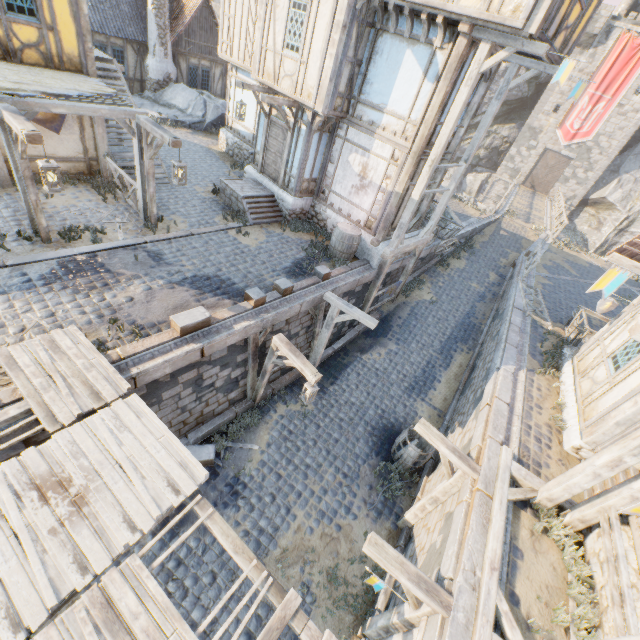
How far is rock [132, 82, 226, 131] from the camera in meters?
18.4

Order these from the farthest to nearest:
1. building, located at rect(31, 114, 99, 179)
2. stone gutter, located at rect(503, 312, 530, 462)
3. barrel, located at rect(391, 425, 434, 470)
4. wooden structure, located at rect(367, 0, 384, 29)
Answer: building, located at rect(31, 114, 99, 179) < barrel, located at rect(391, 425, 434, 470) < wooden structure, located at rect(367, 0, 384, 29) < stone gutter, located at rect(503, 312, 530, 462)

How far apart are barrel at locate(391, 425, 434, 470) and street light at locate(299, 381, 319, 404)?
3.26m

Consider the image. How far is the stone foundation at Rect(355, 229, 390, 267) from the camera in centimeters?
1152cm

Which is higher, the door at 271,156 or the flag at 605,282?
the flag at 605,282

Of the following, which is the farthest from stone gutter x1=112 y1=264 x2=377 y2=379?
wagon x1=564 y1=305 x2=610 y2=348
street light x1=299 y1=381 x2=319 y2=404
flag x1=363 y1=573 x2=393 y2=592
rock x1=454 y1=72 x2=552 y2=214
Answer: rock x1=454 y1=72 x2=552 y2=214

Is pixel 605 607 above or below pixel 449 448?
above

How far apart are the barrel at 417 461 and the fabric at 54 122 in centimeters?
1222cm
